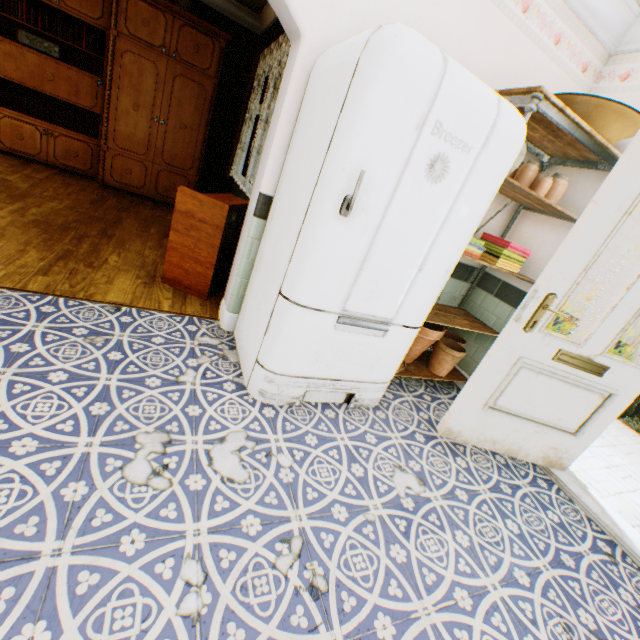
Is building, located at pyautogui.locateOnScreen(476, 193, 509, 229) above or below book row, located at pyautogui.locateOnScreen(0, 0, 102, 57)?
below

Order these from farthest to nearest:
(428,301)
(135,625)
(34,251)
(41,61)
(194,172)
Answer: (194,172)
(41,61)
(34,251)
(428,301)
(135,625)

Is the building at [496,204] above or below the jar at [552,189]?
below

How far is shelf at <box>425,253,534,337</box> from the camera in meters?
2.6

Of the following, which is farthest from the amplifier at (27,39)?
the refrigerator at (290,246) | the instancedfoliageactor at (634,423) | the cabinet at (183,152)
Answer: the instancedfoliageactor at (634,423)

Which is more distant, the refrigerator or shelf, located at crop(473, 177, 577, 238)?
shelf, located at crop(473, 177, 577, 238)

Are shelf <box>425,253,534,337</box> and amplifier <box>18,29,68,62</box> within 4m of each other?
no

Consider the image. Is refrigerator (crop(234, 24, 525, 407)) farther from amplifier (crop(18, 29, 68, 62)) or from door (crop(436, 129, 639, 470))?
amplifier (crop(18, 29, 68, 62))
